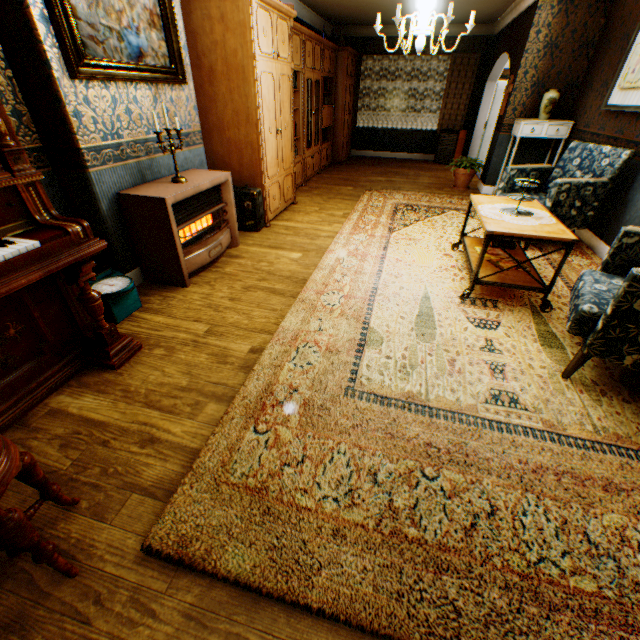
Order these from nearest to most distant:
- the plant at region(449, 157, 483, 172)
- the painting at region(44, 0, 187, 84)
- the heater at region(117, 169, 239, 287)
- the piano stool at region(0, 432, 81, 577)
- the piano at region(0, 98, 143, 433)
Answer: the piano stool at region(0, 432, 81, 577) → the piano at region(0, 98, 143, 433) → the painting at region(44, 0, 187, 84) → the heater at region(117, 169, 239, 287) → the plant at region(449, 157, 483, 172)

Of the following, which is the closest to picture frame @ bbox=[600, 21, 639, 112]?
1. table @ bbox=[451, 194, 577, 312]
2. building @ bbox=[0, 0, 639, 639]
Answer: building @ bbox=[0, 0, 639, 639]

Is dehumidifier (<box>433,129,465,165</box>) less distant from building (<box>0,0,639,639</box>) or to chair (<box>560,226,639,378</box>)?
building (<box>0,0,639,639</box>)

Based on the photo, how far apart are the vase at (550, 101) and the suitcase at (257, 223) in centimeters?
510cm

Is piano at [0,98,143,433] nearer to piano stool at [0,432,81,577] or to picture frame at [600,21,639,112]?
piano stool at [0,432,81,577]

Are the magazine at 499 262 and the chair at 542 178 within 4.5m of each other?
yes

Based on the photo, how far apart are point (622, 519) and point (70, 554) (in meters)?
2.54

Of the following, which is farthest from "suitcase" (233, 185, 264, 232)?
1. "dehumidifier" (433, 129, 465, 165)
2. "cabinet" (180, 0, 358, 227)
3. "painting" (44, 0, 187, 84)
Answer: "dehumidifier" (433, 129, 465, 165)
